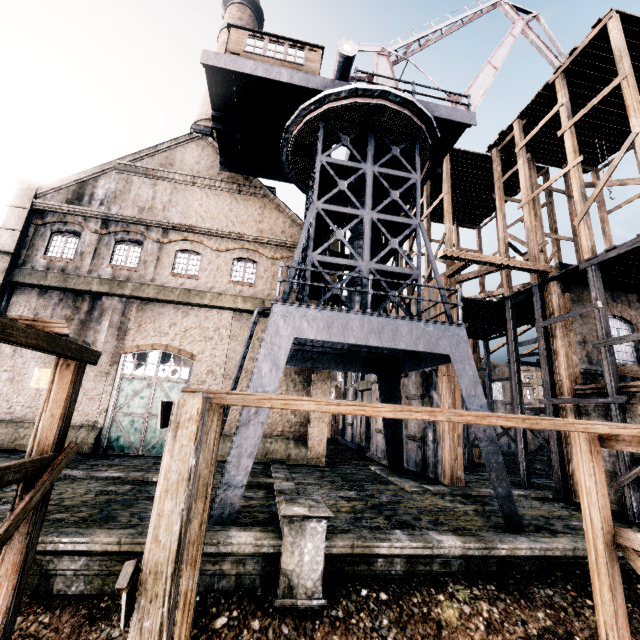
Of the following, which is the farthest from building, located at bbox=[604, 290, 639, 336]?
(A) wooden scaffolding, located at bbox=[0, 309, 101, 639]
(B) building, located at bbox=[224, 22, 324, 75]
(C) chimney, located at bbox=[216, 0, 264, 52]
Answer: (A) wooden scaffolding, located at bbox=[0, 309, 101, 639]

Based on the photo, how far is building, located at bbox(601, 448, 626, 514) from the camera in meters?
13.1

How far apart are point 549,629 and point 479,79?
27.1 meters

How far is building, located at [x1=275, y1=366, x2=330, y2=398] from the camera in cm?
2019

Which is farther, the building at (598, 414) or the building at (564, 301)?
the building at (564, 301)

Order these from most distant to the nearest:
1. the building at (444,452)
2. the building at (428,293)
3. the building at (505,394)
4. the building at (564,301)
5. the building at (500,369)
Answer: the building at (500,369) → the building at (505,394) → the building at (428,293) → the building at (564,301) → the building at (444,452)

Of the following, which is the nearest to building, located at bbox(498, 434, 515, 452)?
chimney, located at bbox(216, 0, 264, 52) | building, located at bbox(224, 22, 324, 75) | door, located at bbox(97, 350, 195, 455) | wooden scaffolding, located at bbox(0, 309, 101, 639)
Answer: door, located at bbox(97, 350, 195, 455)
